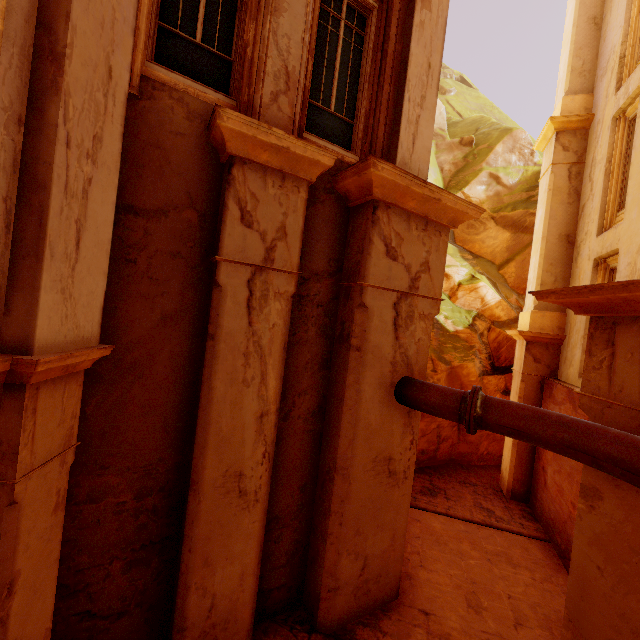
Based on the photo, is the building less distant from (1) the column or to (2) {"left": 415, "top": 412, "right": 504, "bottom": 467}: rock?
(2) {"left": 415, "top": 412, "right": 504, "bottom": 467}: rock

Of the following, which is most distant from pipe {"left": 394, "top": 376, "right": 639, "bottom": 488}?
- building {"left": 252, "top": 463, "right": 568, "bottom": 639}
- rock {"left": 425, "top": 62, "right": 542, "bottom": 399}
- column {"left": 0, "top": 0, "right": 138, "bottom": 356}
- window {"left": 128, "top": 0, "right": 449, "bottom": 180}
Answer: rock {"left": 425, "top": 62, "right": 542, "bottom": 399}

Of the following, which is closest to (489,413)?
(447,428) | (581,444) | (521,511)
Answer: (581,444)

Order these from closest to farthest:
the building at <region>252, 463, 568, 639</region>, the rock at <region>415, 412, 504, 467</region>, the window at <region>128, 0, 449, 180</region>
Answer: the window at <region>128, 0, 449, 180</region>
the building at <region>252, 463, 568, 639</region>
the rock at <region>415, 412, 504, 467</region>

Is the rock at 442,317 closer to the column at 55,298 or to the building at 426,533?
the building at 426,533

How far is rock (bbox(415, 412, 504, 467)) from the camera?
11.9 meters

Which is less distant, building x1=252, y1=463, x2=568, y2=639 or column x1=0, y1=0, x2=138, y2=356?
column x1=0, y1=0, x2=138, y2=356

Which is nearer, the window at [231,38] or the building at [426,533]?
the window at [231,38]
